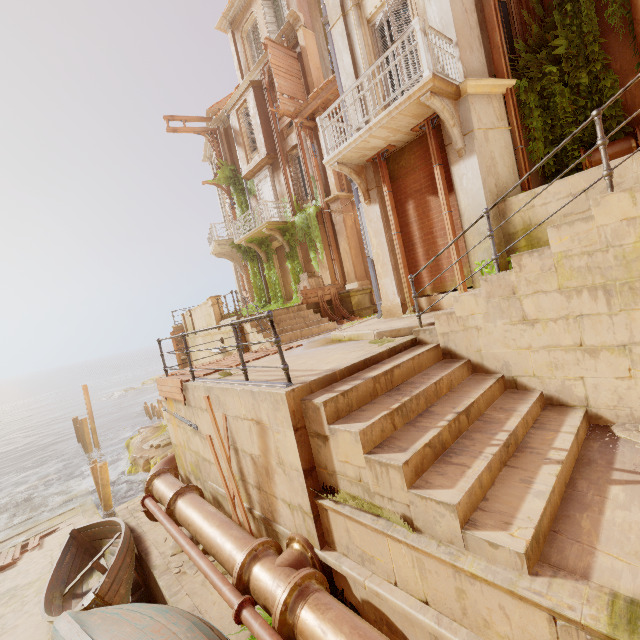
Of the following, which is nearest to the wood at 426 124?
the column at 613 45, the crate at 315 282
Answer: the column at 613 45

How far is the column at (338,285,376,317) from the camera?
14.25m

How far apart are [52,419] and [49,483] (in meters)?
36.90

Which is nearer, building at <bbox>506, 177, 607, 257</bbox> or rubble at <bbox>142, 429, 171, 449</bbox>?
building at <bbox>506, 177, 607, 257</bbox>

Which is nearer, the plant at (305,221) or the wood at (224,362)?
the wood at (224,362)

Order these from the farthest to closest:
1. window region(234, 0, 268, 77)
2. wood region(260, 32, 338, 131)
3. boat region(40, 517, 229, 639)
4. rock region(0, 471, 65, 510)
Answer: rock region(0, 471, 65, 510) < window region(234, 0, 268, 77) < wood region(260, 32, 338, 131) < boat region(40, 517, 229, 639)

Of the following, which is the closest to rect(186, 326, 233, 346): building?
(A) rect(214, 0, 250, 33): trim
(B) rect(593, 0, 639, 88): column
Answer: (B) rect(593, 0, 639, 88): column

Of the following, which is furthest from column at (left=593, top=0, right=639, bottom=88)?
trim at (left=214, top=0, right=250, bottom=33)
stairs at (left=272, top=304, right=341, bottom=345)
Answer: trim at (left=214, top=0, right=250, bottom=33)
